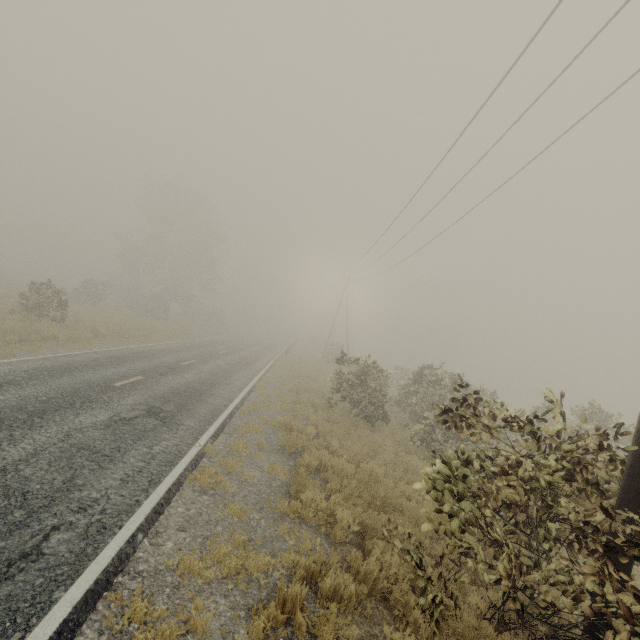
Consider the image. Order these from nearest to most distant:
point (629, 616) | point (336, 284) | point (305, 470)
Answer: point (629, 616)
point (305, 470)
point (336, 284)
